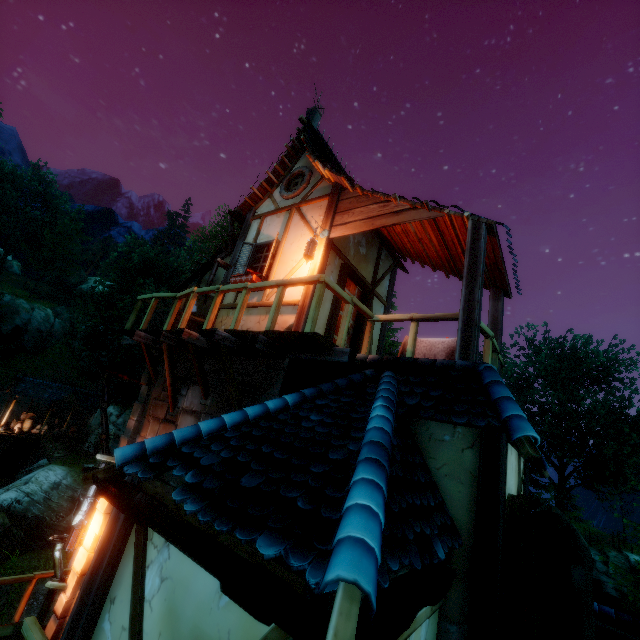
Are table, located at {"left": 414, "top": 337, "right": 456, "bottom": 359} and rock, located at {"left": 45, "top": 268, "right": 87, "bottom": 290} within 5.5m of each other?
no

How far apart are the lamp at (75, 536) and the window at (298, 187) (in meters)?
7.99

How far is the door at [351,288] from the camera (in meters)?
7.39

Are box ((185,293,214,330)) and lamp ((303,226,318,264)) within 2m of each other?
no

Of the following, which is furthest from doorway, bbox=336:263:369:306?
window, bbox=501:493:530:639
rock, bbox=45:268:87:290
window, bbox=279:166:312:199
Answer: rock, bbox=45:268:87:290

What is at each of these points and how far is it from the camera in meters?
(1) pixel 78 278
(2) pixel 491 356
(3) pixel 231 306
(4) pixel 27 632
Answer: (1) rock, 56.8 m
(2) rail, 5.1 m
(3) building, 7.6 m
(4) rail, 3.3 m

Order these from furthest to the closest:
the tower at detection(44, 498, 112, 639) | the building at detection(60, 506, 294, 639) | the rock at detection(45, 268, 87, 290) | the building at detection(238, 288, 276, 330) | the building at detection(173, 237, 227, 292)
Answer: the rock at detection(45, 268, 87, 290)
the building at detection(173, 237, 227, 292)
the building at detection(238, 288, 276, 330)
the tower at detection(44, 498, 112, 639)
the building at detection(60, 506, 294, 639)

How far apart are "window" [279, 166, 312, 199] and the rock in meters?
63.1
